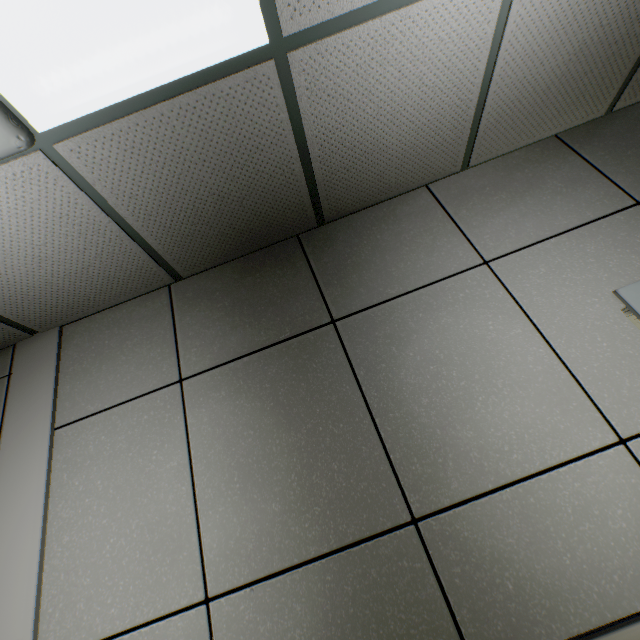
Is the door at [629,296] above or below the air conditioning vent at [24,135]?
below

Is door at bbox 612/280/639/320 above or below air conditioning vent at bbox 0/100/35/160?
below

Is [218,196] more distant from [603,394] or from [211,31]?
[603,394]
